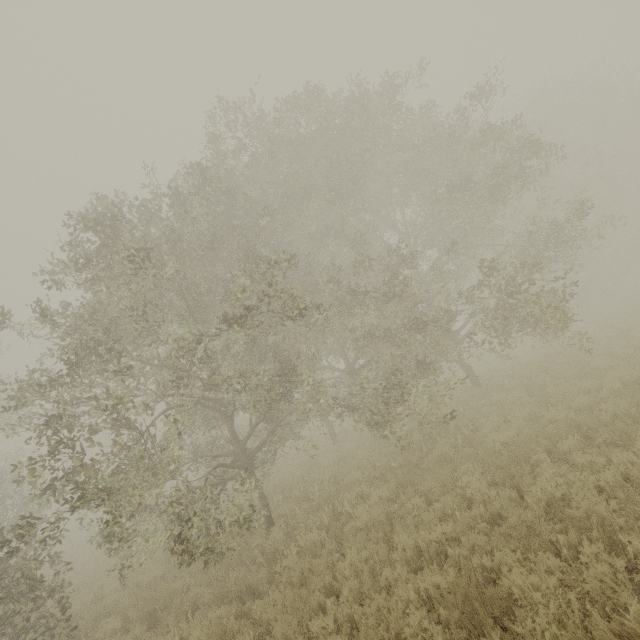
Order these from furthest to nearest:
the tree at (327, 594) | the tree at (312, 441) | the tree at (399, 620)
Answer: the tree at (312, 441) < the tree at (327, 594) < the tree at (399, 620)

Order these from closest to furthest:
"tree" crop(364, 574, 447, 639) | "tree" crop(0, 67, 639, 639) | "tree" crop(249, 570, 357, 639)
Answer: "tree" crop(364, 574, 447, 639), "tree" crop(249, 570, 357, 639), "tree" crop(0, 67, 639, 639)

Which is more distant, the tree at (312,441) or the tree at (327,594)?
the tree at (312,441)

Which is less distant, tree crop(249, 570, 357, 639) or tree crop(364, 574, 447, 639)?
tree crop(364, 574, 447, 639)

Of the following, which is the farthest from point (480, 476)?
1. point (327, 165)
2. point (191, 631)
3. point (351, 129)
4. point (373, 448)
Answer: point (327, 165)
